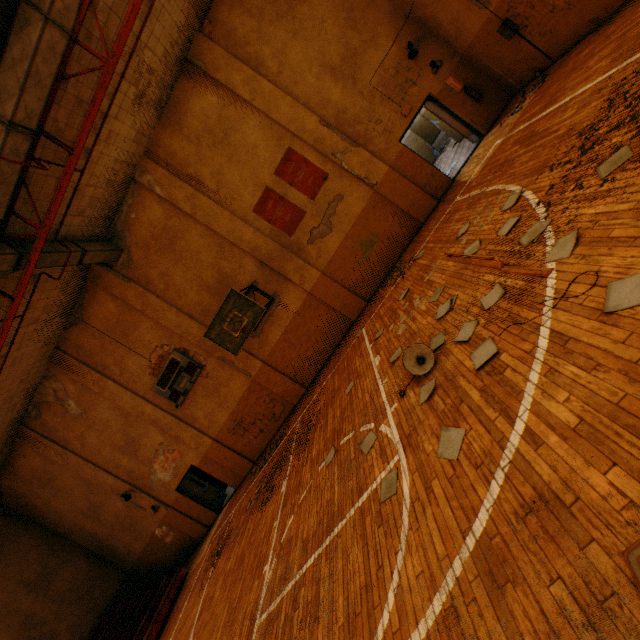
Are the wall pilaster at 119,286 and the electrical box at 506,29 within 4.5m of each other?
no

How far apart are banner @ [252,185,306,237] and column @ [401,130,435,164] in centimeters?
979cm

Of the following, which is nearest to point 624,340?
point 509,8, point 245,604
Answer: point 245,604

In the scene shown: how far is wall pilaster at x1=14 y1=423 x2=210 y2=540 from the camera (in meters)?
13.36

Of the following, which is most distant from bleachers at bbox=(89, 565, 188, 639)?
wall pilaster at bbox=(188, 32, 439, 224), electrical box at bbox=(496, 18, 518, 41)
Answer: electrical box at bbox=(496, 18, 518, 41)

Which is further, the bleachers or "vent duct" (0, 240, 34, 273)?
the bleachers

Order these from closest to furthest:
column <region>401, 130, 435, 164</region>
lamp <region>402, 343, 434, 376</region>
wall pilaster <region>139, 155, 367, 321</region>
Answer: lamp <region>402, 343, 434, 376</region>
wall pilaster <region>139, 155, 367, 321</region>
column <region>401, 130, 435, 164</region>

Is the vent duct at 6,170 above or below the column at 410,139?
above
